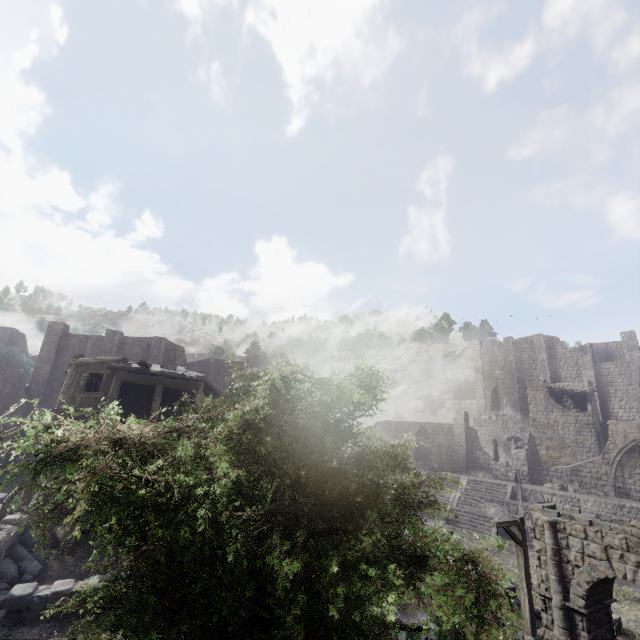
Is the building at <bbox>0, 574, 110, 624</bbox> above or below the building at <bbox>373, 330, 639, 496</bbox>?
below

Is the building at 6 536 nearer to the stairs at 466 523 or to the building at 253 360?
the building at 253 360

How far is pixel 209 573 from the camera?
5.5 meters

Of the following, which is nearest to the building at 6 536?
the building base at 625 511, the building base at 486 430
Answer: the building base at 625 511

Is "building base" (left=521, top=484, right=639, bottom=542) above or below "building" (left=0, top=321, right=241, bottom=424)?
below

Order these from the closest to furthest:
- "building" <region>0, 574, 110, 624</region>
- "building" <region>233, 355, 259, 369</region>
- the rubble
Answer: "building" <region>0, 574, 110, 624</region> < the rubble < "building" <region>233, 355, 259, 369</region>

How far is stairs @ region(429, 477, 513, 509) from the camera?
27.0m

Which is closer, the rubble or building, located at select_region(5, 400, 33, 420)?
the rubble
